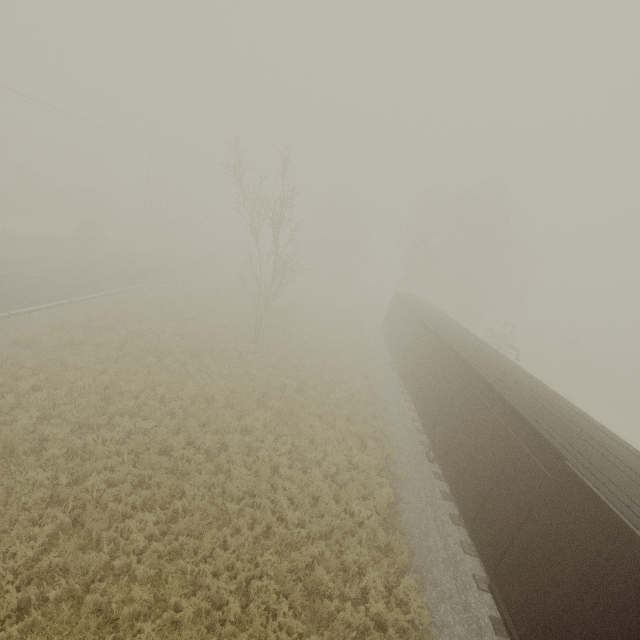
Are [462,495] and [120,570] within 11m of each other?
yes
